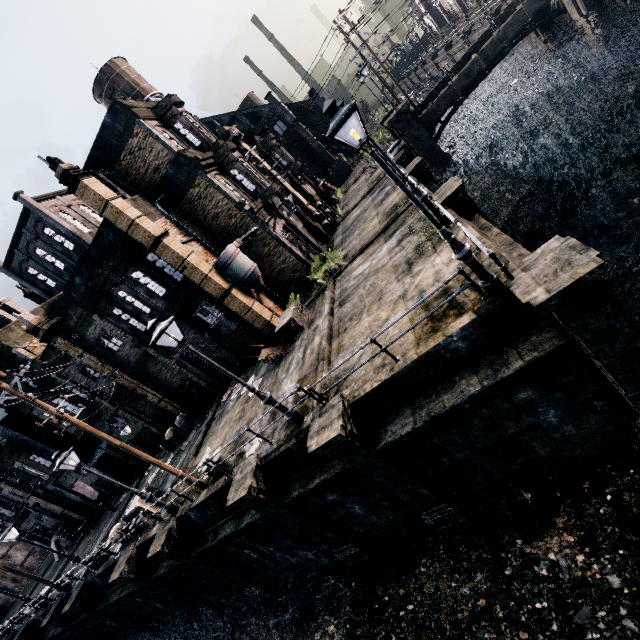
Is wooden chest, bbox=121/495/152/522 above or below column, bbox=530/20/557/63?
above

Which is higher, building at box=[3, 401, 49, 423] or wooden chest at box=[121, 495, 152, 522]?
building at box=[3, 401, 49, 423]

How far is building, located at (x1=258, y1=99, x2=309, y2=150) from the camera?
35.2m

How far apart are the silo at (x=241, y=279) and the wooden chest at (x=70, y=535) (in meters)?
36.61

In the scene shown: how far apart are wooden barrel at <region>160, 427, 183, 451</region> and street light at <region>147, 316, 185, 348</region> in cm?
1754

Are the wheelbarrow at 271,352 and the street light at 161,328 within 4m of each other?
no

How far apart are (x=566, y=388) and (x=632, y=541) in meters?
4.2

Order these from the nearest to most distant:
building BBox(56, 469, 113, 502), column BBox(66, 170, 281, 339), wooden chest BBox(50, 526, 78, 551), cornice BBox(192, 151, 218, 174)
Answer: column BBox(66, 170, 281, 339)
cornice BBox(192, 151, 218, 174)
building BBox(56, 469, 113, 502)
wooden chest BBox(50, 526, 78, 551)
